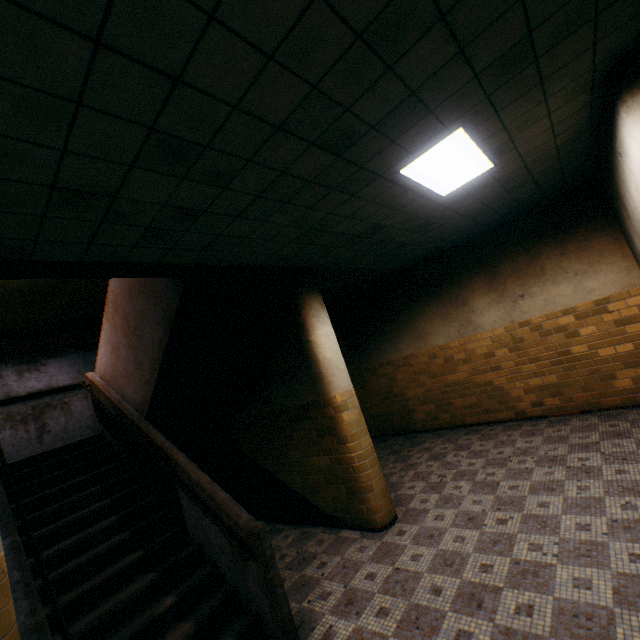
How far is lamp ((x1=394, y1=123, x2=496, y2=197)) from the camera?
2.9 meters

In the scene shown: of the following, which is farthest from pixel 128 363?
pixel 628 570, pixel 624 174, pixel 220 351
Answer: pixel 624 174

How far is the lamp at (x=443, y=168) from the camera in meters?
2.9
